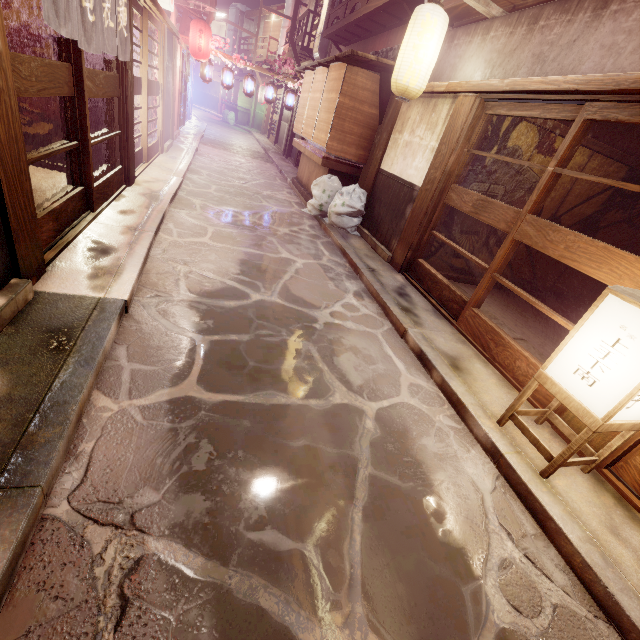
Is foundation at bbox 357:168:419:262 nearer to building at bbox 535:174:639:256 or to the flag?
building at bbox 535:174:639:256

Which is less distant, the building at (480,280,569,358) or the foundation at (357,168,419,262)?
the building at (480,280,569,358)

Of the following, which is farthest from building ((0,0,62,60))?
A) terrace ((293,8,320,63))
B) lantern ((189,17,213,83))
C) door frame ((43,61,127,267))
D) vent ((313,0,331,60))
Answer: terrace ((293,8,320,63))

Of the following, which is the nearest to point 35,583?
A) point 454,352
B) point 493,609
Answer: point 493,609

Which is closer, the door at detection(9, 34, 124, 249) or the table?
the door at detection(9, 34, 124, 249)

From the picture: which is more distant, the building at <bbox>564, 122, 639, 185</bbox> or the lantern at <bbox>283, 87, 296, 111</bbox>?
the lantern at <bbox>283, 87, 296, 111</bbox>

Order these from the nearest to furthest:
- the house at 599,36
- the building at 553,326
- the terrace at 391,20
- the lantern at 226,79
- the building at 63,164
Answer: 1. the house at 599,36
2. the building at 553,326
3. the building at 63,164
4. the terrace at 391,20
5. the lantern at 226,79

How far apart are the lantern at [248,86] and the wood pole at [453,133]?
19.6 meters
